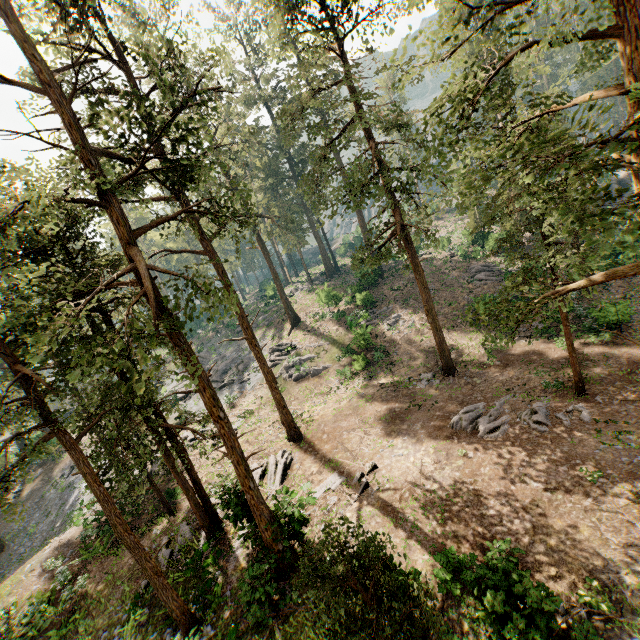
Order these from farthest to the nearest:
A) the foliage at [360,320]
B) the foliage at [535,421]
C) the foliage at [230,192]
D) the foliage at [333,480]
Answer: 1. the foliage at [360,320]
2. the foliage at [333,480]
3. the foliage at [535,421]
4. the foliage at [230,192]

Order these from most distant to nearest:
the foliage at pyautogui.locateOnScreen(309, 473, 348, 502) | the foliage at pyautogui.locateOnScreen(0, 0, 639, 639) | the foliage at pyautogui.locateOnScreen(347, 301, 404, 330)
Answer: the foliage at pyautogui.locateOnScreen(347, 301, 404, 330) → the foliage at pyautogui.locateOnScreen(309, 473, 348, 502) → the foliage at pyautogui.locateOnScreen(0, 0, 639, 639)

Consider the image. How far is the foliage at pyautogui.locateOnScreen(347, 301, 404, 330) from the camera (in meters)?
30.86

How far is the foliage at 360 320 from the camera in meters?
30.9

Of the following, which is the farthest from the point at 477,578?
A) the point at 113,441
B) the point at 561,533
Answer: the point at 113,441

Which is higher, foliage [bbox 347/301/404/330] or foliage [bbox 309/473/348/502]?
foliage [bbox 347/301/404/330]
